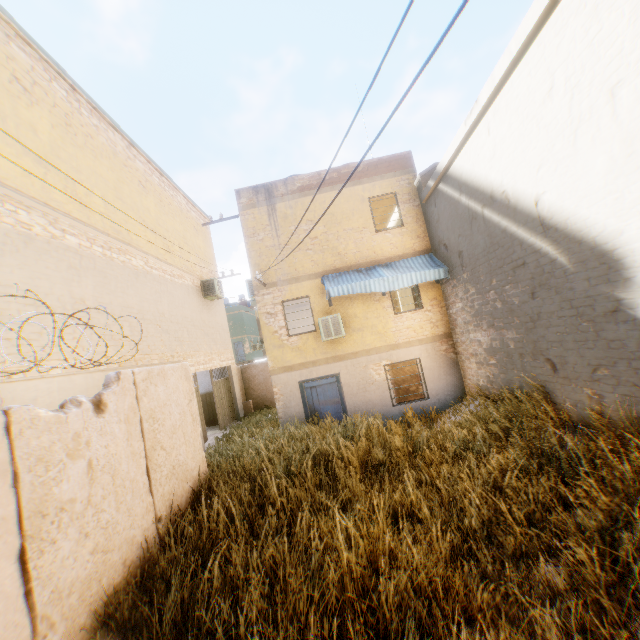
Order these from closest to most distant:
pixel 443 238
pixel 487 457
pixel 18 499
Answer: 1. pixel 18 499
2. pixel 487 457
3. pixel 443 238

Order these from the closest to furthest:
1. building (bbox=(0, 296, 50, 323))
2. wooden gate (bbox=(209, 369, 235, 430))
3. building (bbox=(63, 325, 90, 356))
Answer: building (bbox=(0, 296, 50, 323)) < building (bbox=(63, 325, 90, 356)) < wooden gate (bbox=(209, 369, 235, 430))

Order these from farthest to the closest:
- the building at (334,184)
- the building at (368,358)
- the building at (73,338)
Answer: the building at (334,184), the building at (73,338), the building at (368,358)

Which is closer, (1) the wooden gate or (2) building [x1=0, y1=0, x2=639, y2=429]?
(2) building [x1=0, y1=0, x2=639, y2=429]

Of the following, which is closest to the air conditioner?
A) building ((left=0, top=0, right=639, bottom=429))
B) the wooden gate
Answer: building ((left=0, top=0, right=639, bottom=429))

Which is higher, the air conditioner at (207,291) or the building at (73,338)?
the air conditioner at (207,291)

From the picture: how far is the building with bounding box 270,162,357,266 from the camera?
12.2m

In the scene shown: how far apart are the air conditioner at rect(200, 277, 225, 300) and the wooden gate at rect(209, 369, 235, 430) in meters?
3.2 m
